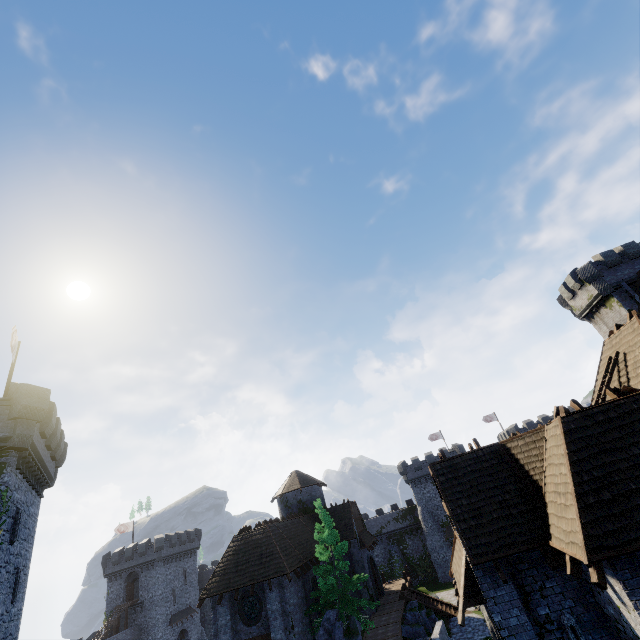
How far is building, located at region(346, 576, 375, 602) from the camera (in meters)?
29.96

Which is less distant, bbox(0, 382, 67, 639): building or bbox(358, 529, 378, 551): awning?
bbox(0, 382, 67, 639): building

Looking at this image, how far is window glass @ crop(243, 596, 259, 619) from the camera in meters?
22.4 m

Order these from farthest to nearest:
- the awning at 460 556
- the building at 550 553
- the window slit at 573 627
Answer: the awning at 460 556 → the window slit at 573 627 → the building at 550 553

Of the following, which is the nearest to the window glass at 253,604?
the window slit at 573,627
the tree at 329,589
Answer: the tree at 329,589

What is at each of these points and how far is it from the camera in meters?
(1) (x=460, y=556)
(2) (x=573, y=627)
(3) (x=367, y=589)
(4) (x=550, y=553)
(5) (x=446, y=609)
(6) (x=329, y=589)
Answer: (1) awning, 12.8 m
(2) window slit, 9.6 m
(3) building, 30.2 m
(4) building, 10.4 m
(5) stairs, 30.7 m
(6) tree, 23.0 m

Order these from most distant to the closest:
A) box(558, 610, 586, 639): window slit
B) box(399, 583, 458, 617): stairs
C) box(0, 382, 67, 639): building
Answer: box(399, 583, 458, 617): stairs < box(0, 382, 67, 639): building < box(558, 610, 586, 639): window slit

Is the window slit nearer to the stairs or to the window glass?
the window glass
